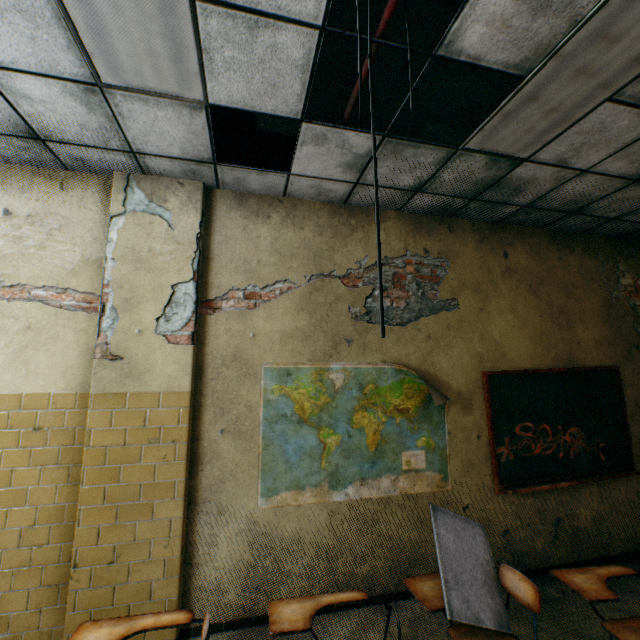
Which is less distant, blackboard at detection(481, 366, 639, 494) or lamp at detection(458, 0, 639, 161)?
lamp at detection(458, 0, 639, 161)

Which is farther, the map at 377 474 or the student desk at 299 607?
the map at 377 474

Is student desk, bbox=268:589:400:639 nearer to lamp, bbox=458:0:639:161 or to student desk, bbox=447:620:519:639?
student desk, bbox=447:620:519:639

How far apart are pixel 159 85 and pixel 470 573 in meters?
3.9 m

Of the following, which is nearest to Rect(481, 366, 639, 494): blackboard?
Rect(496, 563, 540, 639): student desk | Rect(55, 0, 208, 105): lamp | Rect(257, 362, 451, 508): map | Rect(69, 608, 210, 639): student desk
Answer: Rect(257, 362, 451, 508): map

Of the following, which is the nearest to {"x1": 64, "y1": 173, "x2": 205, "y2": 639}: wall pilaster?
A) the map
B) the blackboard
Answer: the map

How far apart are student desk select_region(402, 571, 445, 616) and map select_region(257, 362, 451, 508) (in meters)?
0.85

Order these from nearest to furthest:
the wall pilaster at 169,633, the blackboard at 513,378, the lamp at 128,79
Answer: the lamp at 128,79 → the wall pilaster at 169,633 → the blackboard at 513,378
